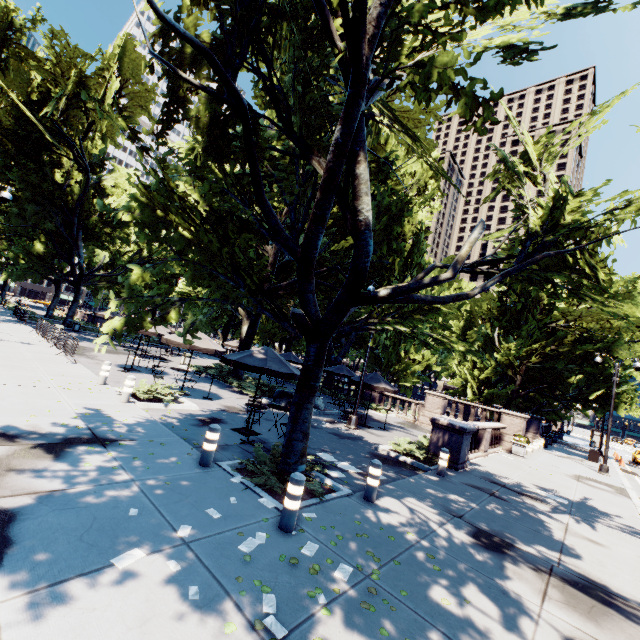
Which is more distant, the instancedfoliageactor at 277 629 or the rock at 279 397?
the rock at 279 397

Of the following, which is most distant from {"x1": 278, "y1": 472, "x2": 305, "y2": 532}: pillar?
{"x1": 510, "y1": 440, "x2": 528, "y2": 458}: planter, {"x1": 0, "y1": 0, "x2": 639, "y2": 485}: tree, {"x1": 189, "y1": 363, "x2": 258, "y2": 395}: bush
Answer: {"x1": 510, "y1": 440, "x2": 528, "y2": 458}: planter

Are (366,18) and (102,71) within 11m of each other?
no

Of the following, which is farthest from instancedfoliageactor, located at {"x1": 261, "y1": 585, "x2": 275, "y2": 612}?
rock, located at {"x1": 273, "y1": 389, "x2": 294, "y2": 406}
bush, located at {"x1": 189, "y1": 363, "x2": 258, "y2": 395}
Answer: bush, located at {"x1": 189, "y1": 363, "x2": 258, "y2": 395}

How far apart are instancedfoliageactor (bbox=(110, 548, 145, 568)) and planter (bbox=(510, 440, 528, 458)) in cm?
2057

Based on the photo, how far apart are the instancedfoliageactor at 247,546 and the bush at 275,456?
1.1 meters

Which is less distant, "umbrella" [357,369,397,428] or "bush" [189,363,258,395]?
"umbrella" [357,369,397,428]

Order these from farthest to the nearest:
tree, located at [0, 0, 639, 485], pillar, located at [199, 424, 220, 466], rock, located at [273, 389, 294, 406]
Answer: rock, located at [273, 389, 294, 406] → pillar, located at [199, 424, 220, 466] → tree, located at [0, 0, 639, 485]
